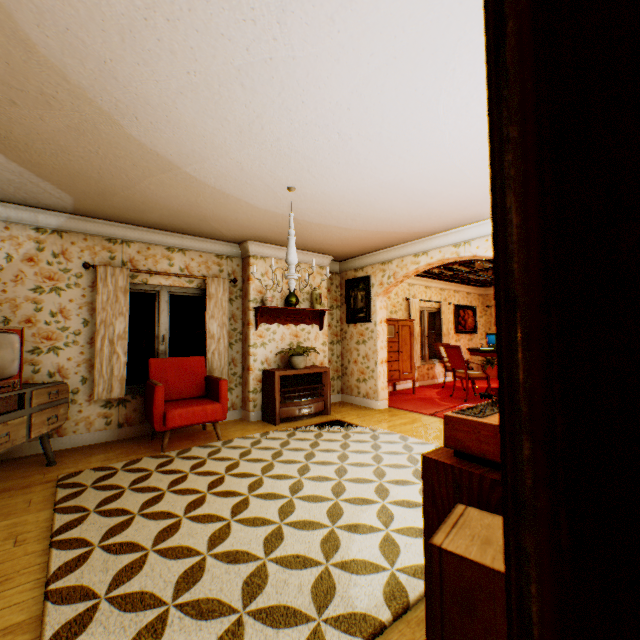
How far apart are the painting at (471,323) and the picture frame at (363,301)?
4.9m

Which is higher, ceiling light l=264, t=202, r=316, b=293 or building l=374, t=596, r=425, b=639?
ceiling light l=264, t=202, r=316, b=293

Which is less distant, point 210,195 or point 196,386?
point 210,195

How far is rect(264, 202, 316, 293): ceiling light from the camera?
3.4m

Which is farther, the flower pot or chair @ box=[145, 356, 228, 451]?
the flower pot

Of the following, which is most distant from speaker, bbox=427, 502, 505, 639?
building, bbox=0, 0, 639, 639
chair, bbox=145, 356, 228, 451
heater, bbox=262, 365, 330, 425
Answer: heater, bbox=262, 365, 330, 425

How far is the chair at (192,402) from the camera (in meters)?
4.18

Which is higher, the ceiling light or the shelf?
the ceiling light
